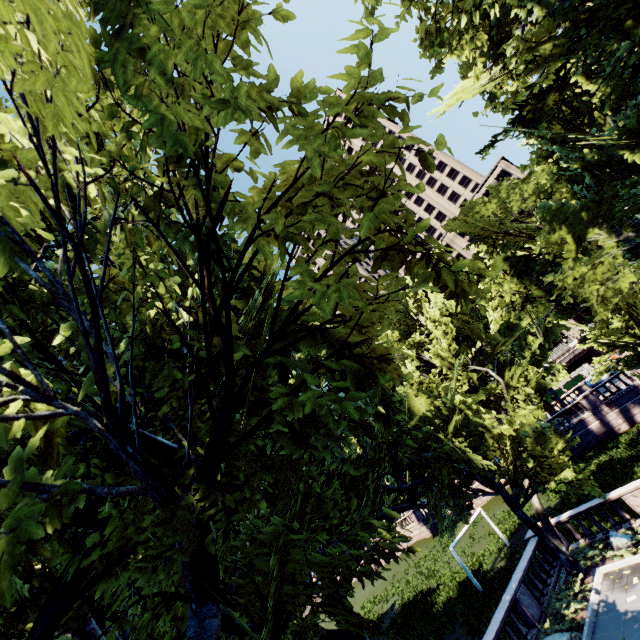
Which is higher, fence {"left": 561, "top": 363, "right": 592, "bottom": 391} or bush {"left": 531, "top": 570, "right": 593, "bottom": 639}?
fence {"left": 561, "top": 363, "right": 592, "bottom": 391}

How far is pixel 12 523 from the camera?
2.6m

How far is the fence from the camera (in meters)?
54.88

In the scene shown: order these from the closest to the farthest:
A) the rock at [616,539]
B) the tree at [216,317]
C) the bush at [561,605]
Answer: the tree at [216,317]
the bush at [561,605]
the rock at [616,539]

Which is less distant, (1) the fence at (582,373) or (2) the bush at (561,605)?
(2) the bush at (561,605)

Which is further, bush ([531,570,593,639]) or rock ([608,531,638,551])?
rock ([608,531,638,551])

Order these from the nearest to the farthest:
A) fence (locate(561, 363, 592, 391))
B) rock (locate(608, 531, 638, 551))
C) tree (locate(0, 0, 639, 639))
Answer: tree (locate(0, 0, 639, 639)), rock (locate(608, 531, 638, 551)), fence (locate(561, 363, 592, 391))

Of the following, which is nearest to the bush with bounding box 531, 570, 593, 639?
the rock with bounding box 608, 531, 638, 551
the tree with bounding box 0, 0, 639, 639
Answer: the tree with bounding box 0, 0, 639, 639
